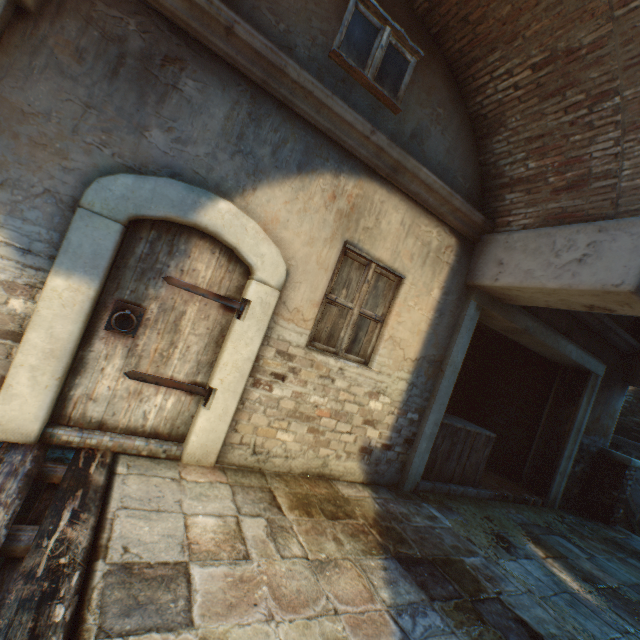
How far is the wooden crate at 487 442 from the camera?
5.1 meters

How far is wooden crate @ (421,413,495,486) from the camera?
5.1m

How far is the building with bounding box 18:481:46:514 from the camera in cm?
262

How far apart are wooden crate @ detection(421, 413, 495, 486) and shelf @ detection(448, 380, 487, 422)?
1.46m

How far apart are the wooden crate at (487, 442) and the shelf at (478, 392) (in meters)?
1.46

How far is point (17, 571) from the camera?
1.80m

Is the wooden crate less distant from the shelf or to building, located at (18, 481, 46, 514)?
building, located at (18, 481, 46, 514)

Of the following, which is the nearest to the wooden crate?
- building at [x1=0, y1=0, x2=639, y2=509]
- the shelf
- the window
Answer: building at [x1=0, y1=0, x2=639, y2=509]
